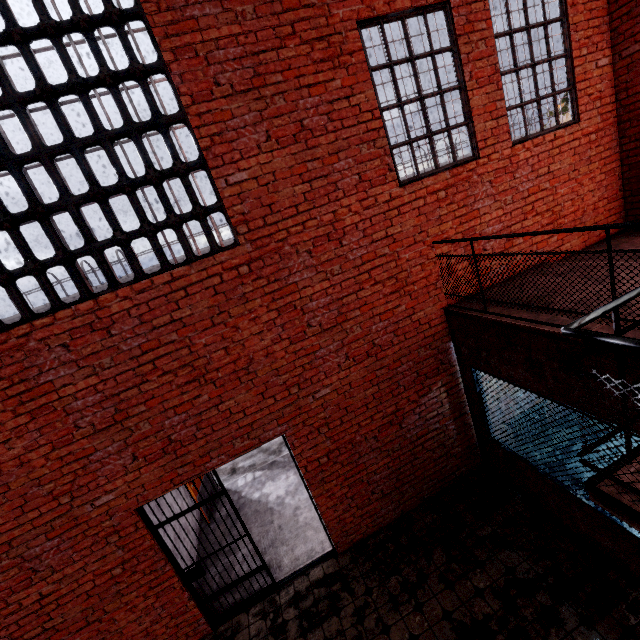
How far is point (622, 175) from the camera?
5.5m

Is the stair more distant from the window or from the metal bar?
the window

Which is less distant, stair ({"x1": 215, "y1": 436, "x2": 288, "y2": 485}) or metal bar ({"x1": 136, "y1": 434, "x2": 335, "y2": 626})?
metal bar ({"x1": 136, "y1": 434, "x2": 335, "y2": 626})

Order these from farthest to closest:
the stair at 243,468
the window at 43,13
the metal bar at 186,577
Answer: the stair at 243,468
the metal bar at 186,577
the window at 43,13

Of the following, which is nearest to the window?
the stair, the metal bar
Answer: the metal bar

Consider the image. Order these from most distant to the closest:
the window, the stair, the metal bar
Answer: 1. the stair
2. the metal bar
3. the window

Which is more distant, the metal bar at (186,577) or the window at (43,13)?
the metal bar at (186,577)
